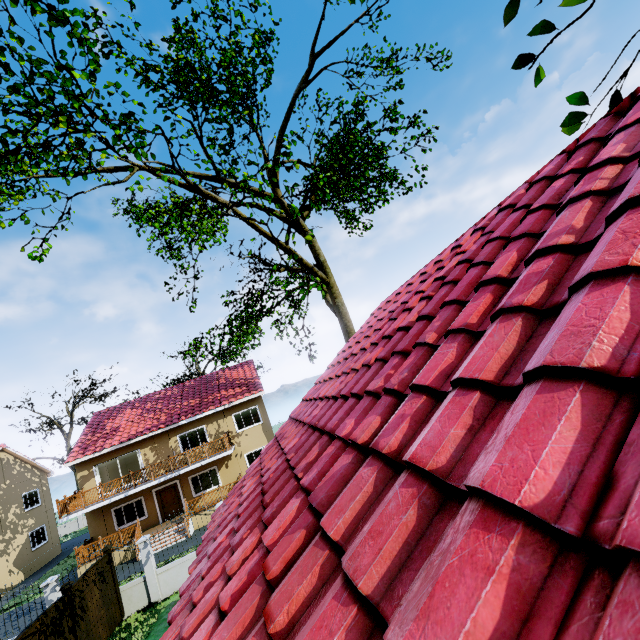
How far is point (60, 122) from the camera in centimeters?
1104cm

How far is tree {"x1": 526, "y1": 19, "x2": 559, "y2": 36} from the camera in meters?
2.9

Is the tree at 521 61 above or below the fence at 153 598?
above

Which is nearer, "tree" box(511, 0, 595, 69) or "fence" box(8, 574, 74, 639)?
"tree" box(511, 0, 595, 69)

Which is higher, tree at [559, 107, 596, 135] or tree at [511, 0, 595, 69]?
tree at [511, 0, 595, 69]

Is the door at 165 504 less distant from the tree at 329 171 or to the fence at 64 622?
the fence at 64 622

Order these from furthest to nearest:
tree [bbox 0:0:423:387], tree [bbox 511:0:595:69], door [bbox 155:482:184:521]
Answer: door [bbox 155:482:184:521], tree [bbox 0:0:423:387], tree [bbox 511:0:595:69]
